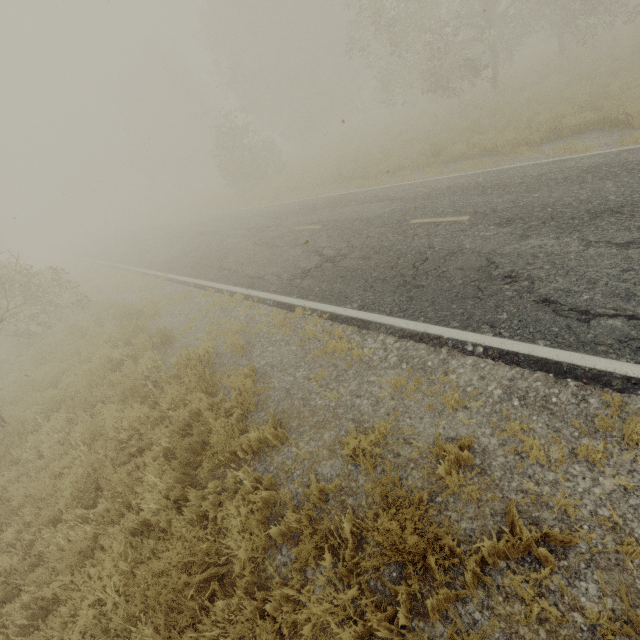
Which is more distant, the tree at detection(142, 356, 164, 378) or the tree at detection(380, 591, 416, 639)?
the tree at detection(142, 356, 164, 378)

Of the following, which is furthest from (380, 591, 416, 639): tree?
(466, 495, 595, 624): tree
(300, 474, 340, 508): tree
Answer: (466, 495, 595, 624): tree

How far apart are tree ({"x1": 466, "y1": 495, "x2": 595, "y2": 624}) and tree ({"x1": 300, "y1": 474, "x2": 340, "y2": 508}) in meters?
1.5 m

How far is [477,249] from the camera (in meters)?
6.11

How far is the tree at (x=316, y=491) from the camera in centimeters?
345cm

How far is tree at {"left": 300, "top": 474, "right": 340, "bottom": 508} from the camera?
3.4 meters

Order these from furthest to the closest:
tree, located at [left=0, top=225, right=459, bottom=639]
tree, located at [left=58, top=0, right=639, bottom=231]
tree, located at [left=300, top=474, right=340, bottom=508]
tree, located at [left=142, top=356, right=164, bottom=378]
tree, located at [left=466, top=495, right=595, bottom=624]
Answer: tree, located at [left=58, top=0, right=639, bottom=231] → tree, located at [left=142, top=356, right=164, bottom=378] → tree, located at [left=300, top=474, right=340, bottom=508] → tree, located at [left=0, top=225, right=459, bottom=639] → tree, located at [left=466, top=495, right=595, bottom=624]

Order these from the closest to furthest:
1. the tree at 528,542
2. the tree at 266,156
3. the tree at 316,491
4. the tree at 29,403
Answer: the tree at 528,542, the tree at 29,403, the tree at 316,491, the tree at 266,156
